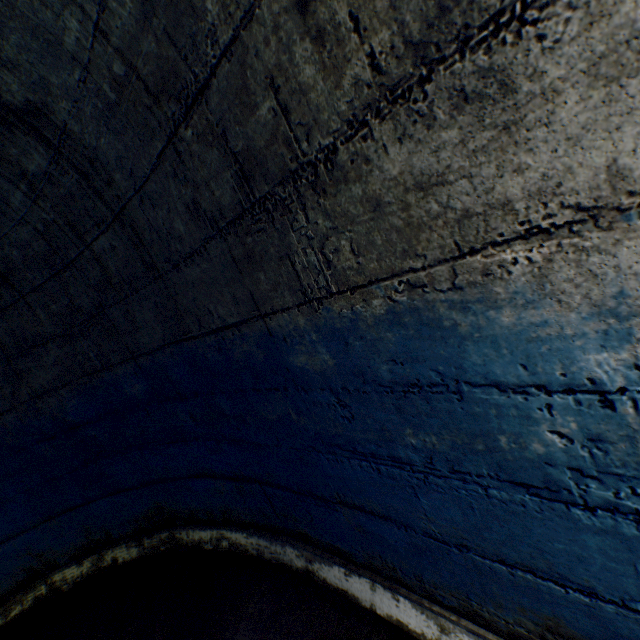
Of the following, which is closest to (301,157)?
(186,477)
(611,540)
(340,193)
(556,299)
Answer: (340,193)
